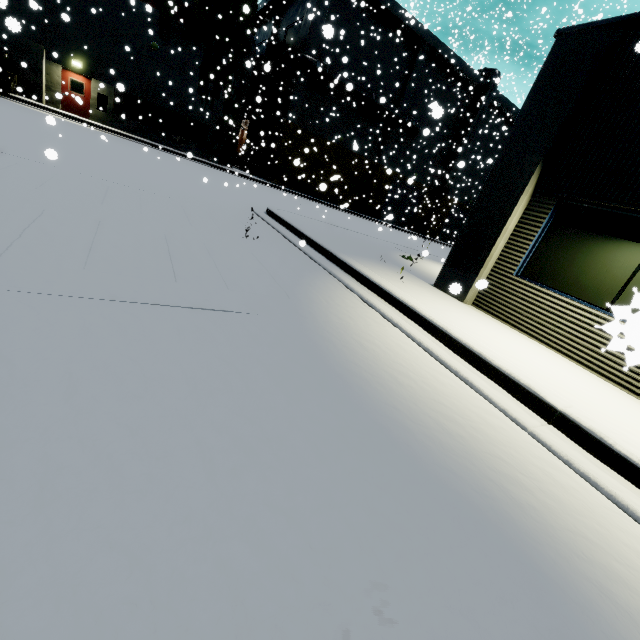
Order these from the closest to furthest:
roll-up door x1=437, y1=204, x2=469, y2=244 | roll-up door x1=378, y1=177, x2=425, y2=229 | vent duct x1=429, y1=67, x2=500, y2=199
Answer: vent duct x1=429, y1=67, x2=500, y2=199
roll-up door x1=378, y1=177, x2=425, y2=229
roll-up door x1=437, y1=204, x2=469, y2=244

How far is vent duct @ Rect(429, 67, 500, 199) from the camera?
31.1m

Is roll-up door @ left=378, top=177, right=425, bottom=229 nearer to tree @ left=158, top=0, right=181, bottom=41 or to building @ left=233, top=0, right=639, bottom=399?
building @ left=233, top=0, right=639, bottom=399

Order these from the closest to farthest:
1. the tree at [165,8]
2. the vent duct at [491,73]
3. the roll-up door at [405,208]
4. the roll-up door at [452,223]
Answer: the tree at [165,8]
the vent duct at [491,73]
the roll-up door at [405,208]
the roll-up door at [452,223]

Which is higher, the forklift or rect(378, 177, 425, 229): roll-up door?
rect(378, 177, 425, 229): roll-up door

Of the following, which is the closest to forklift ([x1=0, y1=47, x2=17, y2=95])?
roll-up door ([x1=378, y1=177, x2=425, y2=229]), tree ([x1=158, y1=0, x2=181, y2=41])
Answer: tree ([x1=158, y1=0, x2=181, y2=41])

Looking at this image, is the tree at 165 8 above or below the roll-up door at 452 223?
above

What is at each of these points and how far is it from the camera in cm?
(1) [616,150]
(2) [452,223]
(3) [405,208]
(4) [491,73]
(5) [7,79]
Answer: (1) building, 499
(2) roll-up door, 4094
(3) roll-up door, 3656
(4) vent duct, 3142
(5) forklift, 1773
